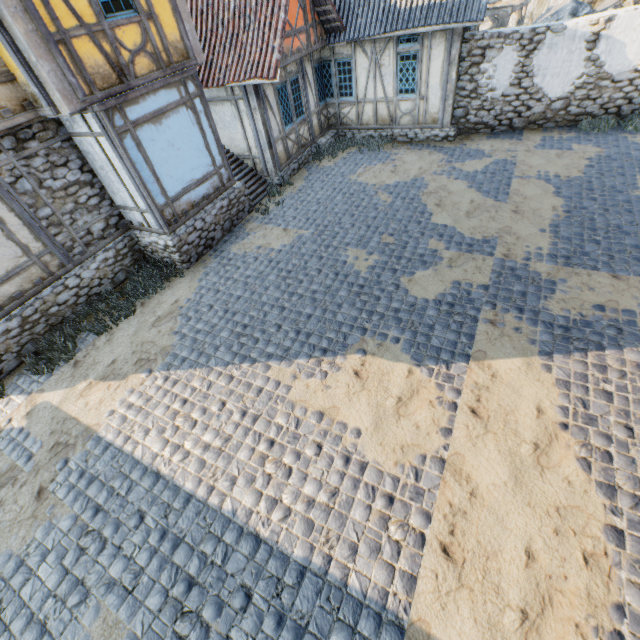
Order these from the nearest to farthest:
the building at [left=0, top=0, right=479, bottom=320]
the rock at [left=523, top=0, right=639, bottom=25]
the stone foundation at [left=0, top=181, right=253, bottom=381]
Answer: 1. the building at [left=0, top=0, right=479, bottom=320]
2. the stone foundation at [left=0, top=181, right=253, bottom=381]
3. the rock at [left=523, top=0, right=639, bottom=25]

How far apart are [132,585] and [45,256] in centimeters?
724cm

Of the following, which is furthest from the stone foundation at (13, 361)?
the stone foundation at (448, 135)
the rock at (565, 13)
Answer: the rock at (565, 13)

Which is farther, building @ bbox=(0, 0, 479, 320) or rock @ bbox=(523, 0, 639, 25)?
rock @ bbox=(523, 0, 639, 25)

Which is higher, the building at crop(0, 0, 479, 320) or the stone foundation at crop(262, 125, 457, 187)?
the building at crop(0, 0, 479, 320)

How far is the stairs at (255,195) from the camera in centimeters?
1130cm

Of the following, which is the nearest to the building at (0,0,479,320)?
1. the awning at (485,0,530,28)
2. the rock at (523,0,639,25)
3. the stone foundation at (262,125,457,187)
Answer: the stone foundation at (262,125,457,187)

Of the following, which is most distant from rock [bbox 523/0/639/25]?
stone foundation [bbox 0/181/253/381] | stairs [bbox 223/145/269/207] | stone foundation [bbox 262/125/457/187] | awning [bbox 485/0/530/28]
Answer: stone foundation [bbox 0/181/253/381]
